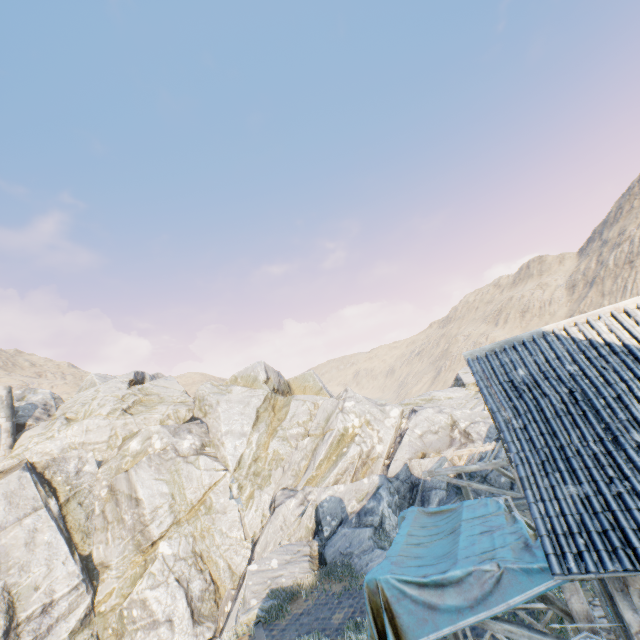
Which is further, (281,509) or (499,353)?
(281,509)

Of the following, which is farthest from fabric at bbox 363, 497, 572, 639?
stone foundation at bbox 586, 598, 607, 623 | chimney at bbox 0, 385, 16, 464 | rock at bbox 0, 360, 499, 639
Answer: chimney at bbox 0, 385, 16, 464

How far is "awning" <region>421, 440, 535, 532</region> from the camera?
7.4m

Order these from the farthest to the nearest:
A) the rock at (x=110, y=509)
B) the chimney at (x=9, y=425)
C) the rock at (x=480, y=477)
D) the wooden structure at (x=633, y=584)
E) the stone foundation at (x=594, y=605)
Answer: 1. the chimney at (x=9, y=425)
2. the rock at (x=110, y=509)
3. the rock at (x=480, y=477)
4. the stone foundation at (x=594, y=605)
5. the wooden structure at (x=633, y=584)

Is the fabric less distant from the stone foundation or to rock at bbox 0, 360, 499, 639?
the stone foundation

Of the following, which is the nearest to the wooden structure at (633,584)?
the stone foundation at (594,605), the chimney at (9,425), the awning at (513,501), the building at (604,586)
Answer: the building at (604,586)

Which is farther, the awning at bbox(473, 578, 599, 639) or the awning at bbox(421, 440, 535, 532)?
the awning at bbox(421, 440, 535, 532)

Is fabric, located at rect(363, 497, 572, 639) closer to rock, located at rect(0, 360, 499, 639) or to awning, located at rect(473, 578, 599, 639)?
awning, located at rect(473, 578, 599, 639)
